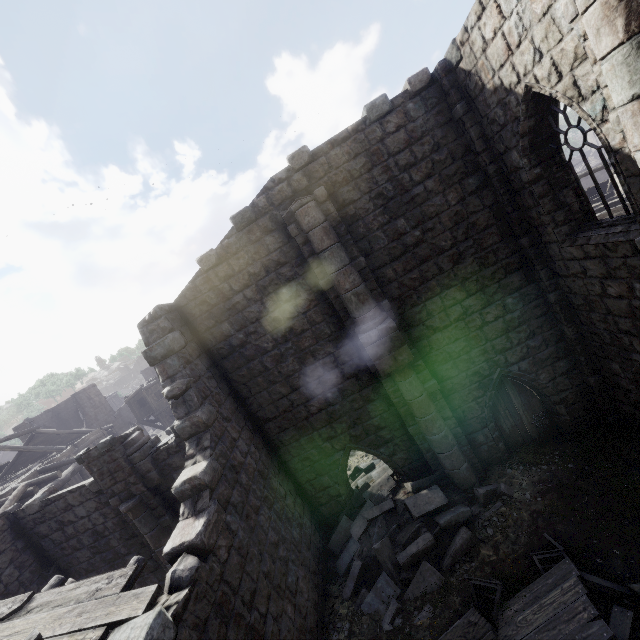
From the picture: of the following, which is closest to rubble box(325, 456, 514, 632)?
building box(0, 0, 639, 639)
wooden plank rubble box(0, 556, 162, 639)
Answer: building box(0, 0, 639, 639)

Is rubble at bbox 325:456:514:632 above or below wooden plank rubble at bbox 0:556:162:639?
below

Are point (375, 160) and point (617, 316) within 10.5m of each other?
yes

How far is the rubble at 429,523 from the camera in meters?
7.6 m

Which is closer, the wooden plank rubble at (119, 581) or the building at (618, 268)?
the wooden plank rubble at (119, 581)

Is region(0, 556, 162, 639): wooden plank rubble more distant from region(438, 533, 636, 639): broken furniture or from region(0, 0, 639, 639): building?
region(438, 533, 636, 639): broken furniture

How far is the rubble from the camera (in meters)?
7.63

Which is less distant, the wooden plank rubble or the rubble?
the wooden plank rubble
